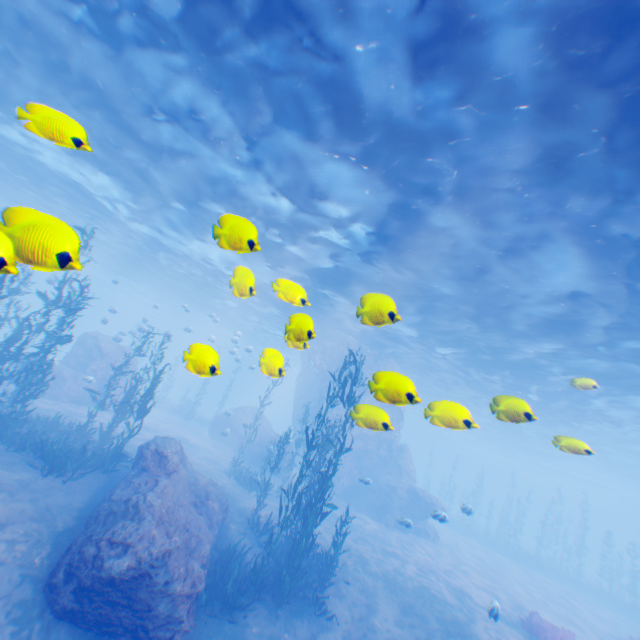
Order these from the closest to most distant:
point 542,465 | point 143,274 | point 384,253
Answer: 1. point 384,253
2. point 143,274
3. point 542,465

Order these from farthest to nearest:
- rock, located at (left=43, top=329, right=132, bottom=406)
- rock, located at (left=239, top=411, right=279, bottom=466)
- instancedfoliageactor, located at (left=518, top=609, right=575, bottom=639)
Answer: rock, located at (left=239, top=411, right=279, bottom=466)
rock, located at (left=43, top=329, right=132, bottom=406)
instancedfoliageactor, located at (left=518, top=609, right=575, bottom=639)

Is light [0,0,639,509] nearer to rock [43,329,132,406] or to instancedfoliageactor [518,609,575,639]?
rock [43,329,132,406]

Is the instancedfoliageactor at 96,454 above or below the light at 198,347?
below

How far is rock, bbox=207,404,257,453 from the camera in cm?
2539

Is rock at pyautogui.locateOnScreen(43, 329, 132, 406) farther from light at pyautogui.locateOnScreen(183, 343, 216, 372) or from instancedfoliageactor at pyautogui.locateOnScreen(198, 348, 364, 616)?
instancedfoliageactor at pyautogui.locateOnScreen(198, 348, 364, 616)

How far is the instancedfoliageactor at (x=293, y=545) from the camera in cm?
1004
